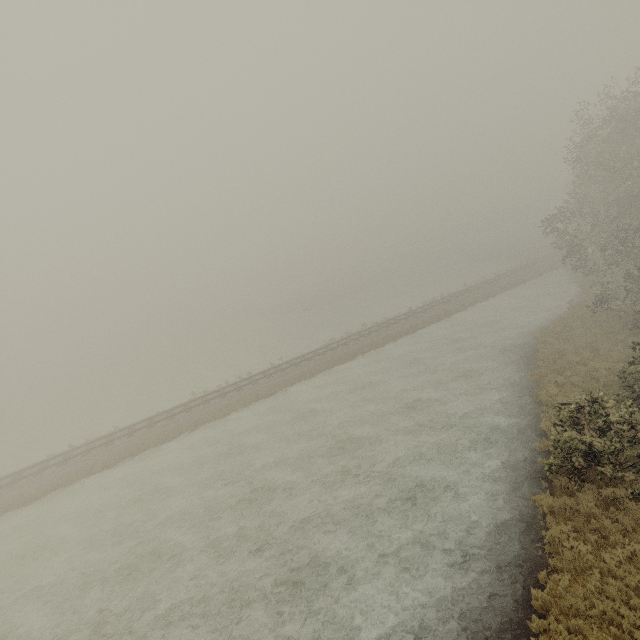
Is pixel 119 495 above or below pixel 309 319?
below
